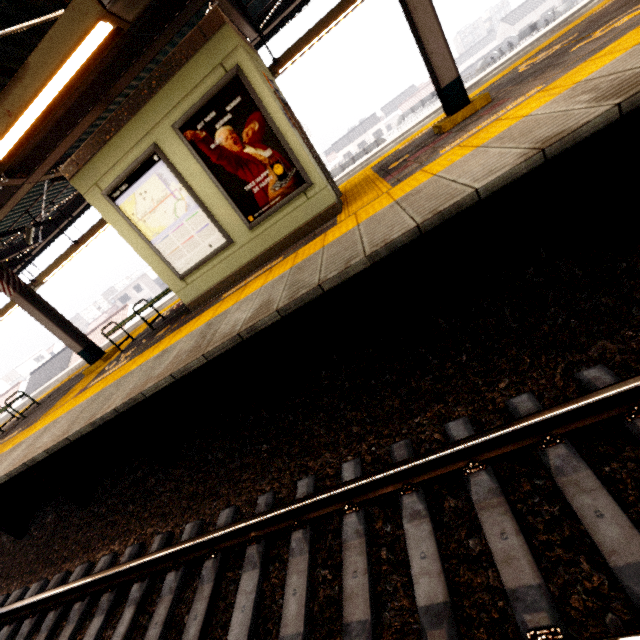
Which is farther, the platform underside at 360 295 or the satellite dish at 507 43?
the satellite dish at 507 43

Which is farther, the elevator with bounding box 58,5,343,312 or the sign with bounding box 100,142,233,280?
the sign with bounding box 100,142,233,280

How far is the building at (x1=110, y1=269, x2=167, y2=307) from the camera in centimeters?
5606cm

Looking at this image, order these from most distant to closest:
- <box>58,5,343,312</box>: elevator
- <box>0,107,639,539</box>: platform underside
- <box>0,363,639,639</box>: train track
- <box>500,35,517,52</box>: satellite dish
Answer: <box>500,35,517,52</box>: satellite dish < <box>58,5,343,312</box>: elevator < <box>0,107,639,539</box>: platform underside < <box>0,363,639,639</box>: train track

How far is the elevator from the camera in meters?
4.3

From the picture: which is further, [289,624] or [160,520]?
[160,520]

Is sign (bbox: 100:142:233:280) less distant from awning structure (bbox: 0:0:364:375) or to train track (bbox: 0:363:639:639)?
awning structure (bbox: 0:0:364:375)

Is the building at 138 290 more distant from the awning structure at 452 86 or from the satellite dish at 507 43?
the satellite dish at 507 43
